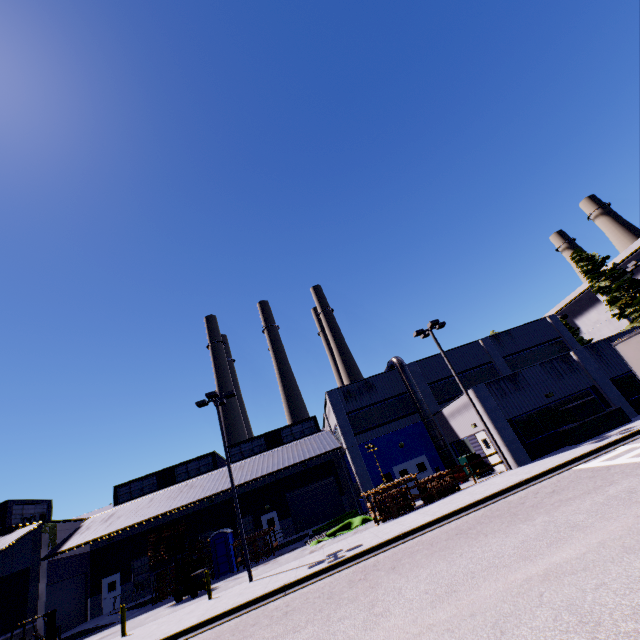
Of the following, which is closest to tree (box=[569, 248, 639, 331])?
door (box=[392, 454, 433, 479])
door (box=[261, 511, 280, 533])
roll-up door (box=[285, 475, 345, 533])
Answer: door (box=[392, 454, 433, 479])

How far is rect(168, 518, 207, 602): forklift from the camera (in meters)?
19.28

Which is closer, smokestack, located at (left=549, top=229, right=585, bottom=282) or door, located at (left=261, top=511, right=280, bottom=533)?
door, located at (left=261, top=511, right=280, bottom=533)

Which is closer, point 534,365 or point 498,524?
point 498,524

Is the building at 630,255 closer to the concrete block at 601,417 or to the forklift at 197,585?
the concrete block at 601,417

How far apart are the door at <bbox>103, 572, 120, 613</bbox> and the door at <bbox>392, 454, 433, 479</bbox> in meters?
25.6 m

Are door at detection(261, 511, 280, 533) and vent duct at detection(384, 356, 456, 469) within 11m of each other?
yes

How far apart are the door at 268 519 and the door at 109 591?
12.6m
